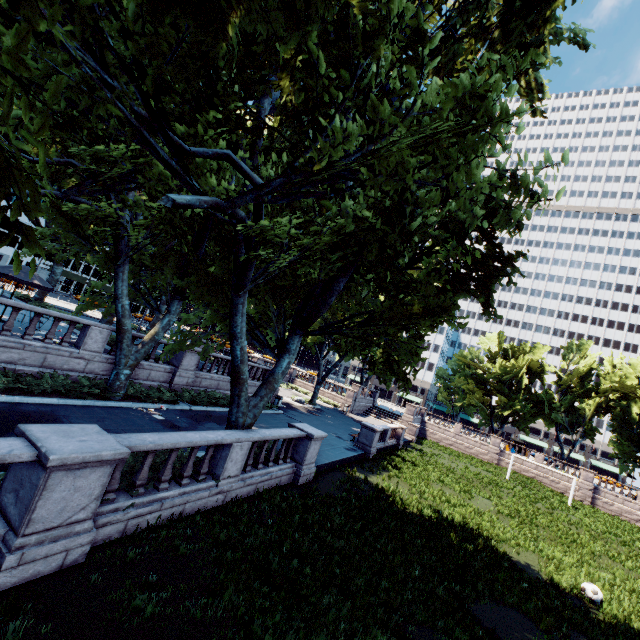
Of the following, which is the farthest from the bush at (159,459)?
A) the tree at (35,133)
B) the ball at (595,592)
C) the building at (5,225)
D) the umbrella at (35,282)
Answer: the building at (5,225)

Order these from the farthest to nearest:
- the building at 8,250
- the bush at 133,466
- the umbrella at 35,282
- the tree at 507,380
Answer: the building at 8,250 < the tree at 507,380 < the umbrella at 35,282 < the bush at 133,466

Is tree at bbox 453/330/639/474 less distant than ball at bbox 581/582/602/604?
No

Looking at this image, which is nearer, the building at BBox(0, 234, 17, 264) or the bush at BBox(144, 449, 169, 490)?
the bush at BBox(144, 449, 169, 490)

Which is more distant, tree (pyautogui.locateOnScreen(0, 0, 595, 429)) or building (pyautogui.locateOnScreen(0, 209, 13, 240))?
building (pyautogui.locateOnScreen(0, 209, 13, 240))

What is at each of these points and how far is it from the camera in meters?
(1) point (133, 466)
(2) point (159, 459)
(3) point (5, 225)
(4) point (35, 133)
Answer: (1) bush, 8.9
(2) bush, 9.5
(3) building, 50.9
(4) tree, 2.2

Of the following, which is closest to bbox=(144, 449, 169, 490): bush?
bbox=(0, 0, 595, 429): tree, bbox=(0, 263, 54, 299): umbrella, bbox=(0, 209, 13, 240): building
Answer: bbox=(0, 0, 595, 429): tree
